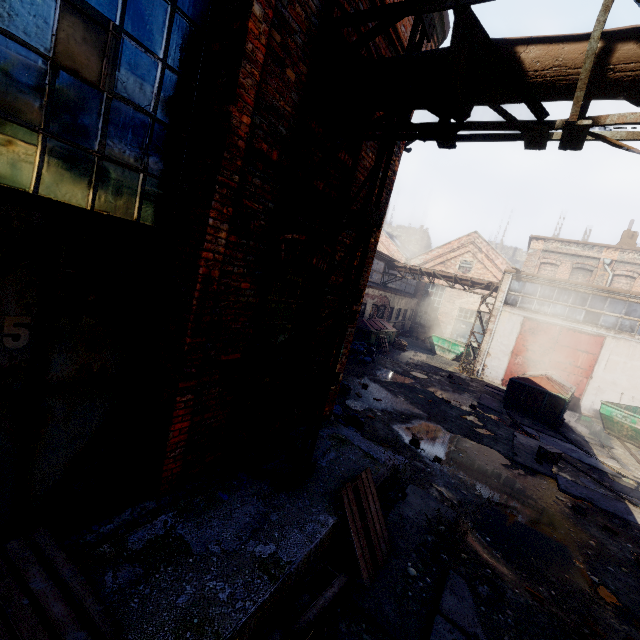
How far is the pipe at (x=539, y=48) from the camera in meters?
2.7 m

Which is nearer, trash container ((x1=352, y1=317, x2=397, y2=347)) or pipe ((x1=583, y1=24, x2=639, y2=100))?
pipe ((x1=583, y1=24, x2=639, y2=100))

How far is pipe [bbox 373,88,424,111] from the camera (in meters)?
3.55

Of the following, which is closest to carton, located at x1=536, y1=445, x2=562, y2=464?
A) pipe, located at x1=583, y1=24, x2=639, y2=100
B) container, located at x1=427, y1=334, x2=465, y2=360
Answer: pipe, located at x1=583, y1=24, x2=639, y2=100

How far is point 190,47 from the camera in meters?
3.0

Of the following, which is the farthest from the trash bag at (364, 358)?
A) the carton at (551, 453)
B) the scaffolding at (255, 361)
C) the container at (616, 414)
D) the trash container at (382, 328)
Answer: the scaffolding at (255, 361)

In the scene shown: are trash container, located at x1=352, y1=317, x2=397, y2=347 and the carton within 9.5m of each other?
no

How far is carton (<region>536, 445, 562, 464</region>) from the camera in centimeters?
932cm
